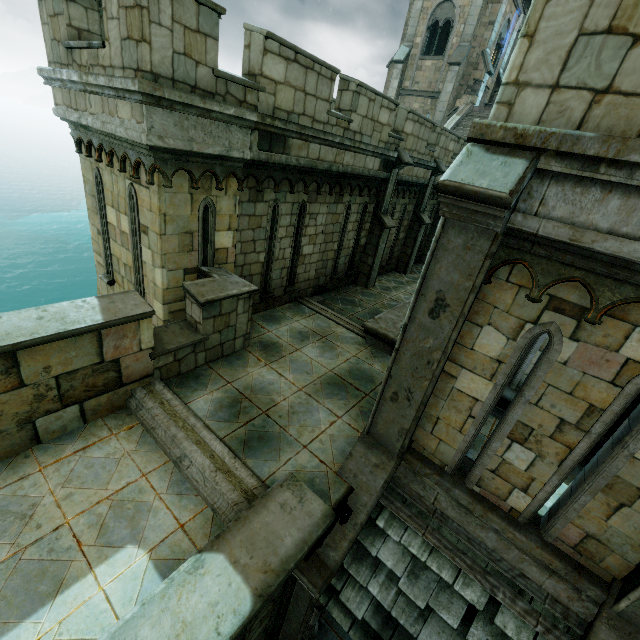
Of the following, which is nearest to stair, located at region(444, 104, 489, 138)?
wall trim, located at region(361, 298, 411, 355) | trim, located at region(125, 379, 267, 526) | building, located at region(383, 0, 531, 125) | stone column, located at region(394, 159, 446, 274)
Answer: building, located at region(383, 0, 531, 125)

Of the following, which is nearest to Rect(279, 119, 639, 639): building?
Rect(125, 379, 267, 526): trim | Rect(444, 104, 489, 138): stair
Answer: Rect(444, 104, 489, 138): stair

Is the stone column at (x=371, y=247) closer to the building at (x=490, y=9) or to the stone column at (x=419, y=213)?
the stone column at (x=419, y=213)

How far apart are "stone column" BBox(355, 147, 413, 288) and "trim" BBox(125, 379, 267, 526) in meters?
8.4 m

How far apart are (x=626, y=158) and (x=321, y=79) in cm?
644

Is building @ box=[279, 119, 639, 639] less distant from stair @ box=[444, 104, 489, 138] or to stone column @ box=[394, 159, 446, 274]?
stair @ box=[444, 104, 489, 138]

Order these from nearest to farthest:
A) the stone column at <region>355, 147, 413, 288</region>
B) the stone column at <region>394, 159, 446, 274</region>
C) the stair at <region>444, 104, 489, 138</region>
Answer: the stone column at <region>355, 147, 413, 288</region>, the stone column at <region>394, 159, 446, 274</region>, the stair at <region>444, 104, 489, 138</region>

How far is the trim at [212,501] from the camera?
4.27m
